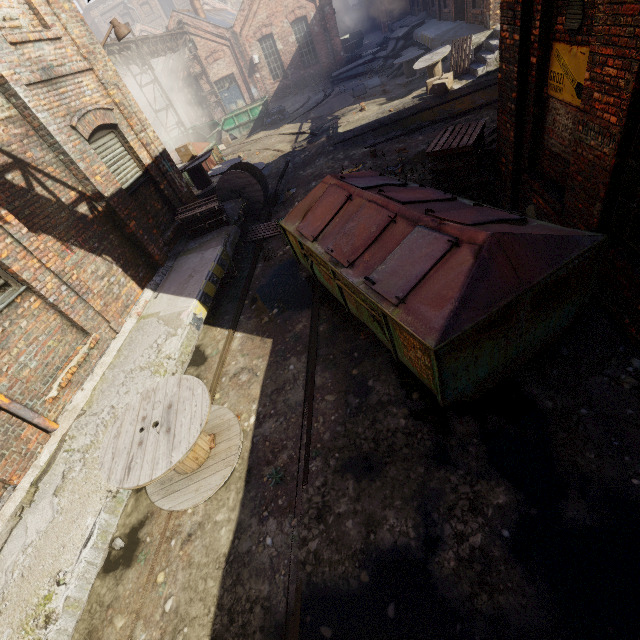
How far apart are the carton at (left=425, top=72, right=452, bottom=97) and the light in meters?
10.5

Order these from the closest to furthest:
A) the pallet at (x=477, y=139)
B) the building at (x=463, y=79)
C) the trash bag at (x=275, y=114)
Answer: the pallet at (x=477, y=139)
the building at (x=463, y=79)
the trash bag at (x=275, y=114)

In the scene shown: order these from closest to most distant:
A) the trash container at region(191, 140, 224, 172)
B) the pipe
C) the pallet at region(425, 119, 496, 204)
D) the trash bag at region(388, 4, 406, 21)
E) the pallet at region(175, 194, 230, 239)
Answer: the pallet at region(425, 119, 496, 204) → the pallet at region(175, 194, 230, 239) → the trash container at region(191, 140, 224, 172) → the pipe → the trash bag at region(388, 4, 406, 21)

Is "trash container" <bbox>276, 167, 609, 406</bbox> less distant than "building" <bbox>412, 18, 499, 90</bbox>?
Yes

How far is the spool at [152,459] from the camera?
3.8 meters

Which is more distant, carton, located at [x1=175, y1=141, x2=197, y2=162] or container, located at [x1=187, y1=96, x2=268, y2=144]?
container, located at [x1=187, y1=96, x2=268, y2=144]

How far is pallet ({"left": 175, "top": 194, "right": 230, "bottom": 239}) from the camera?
8.4 meters

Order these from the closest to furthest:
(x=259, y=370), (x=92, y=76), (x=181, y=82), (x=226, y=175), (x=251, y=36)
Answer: (x=259, y=370)
(x=92, y=76)
(x=226, y=175)
(x=251, y=36)
(x=181, y=82)
